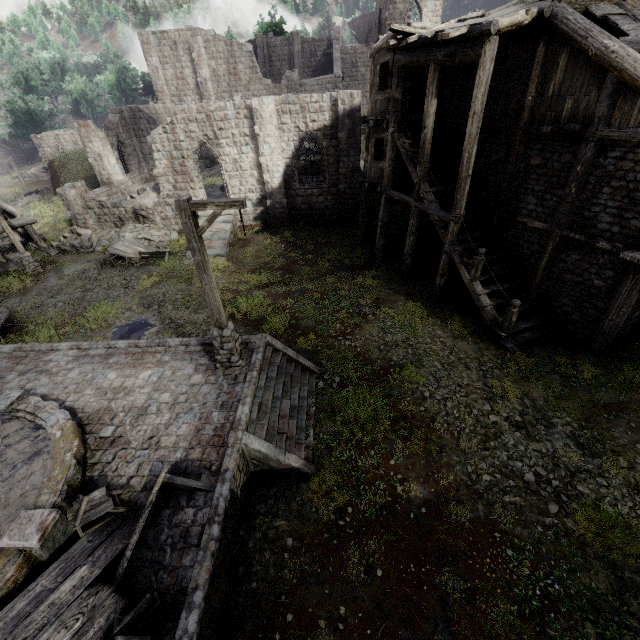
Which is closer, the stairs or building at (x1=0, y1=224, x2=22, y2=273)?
the stairs

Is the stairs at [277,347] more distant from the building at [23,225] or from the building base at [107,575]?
the building at [23,225]

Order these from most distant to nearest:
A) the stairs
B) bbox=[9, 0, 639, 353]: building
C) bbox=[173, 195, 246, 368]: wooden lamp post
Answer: bbox=[9, 0, 639, 353]: building → the stairs → bbox=[173, 195, 246, 368]: wooden lamp post

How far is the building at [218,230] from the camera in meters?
19.8

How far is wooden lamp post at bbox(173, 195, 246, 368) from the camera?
7.1 meters

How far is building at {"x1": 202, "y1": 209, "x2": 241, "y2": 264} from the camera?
19.8m

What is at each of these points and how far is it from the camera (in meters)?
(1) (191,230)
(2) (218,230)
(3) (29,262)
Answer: (1) wooden lamp post, 7.39
(2) building, 21.12
(3) wooden lamp post, 19.27

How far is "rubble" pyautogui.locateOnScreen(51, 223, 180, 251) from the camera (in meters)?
21.98
